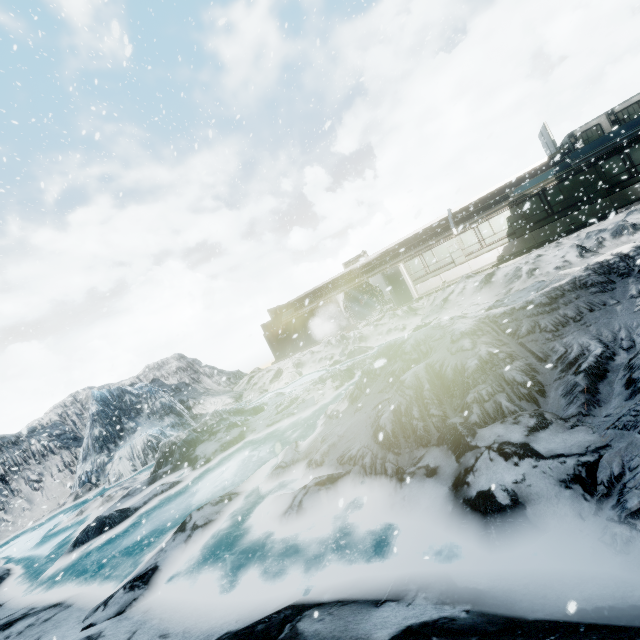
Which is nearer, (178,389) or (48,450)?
(48,450)
